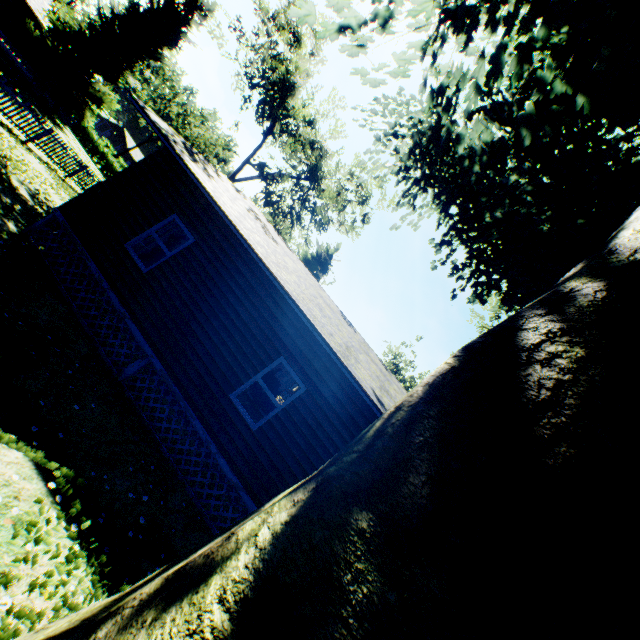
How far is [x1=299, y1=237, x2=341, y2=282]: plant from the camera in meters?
34.4

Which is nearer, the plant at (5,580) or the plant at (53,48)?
the plant at (5,580)

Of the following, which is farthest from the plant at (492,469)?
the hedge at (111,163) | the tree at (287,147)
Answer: the tree at (287,147)

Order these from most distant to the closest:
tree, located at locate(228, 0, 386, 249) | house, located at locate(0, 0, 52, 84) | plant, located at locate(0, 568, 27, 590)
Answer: house, located at locate(0, 0, 52, 84) < tree, located at locate(228, 0, 386, 249) < plant, located at locate(0, 568, 27, 590)

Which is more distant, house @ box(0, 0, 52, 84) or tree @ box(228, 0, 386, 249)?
house @ box(0, 0, 52, 84)

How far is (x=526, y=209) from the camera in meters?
7.1 m

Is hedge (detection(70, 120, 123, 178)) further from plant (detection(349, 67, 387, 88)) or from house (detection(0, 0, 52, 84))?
plant (detection(349, 67, 387, 88))

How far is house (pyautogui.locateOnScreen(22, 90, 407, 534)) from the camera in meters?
7.4
